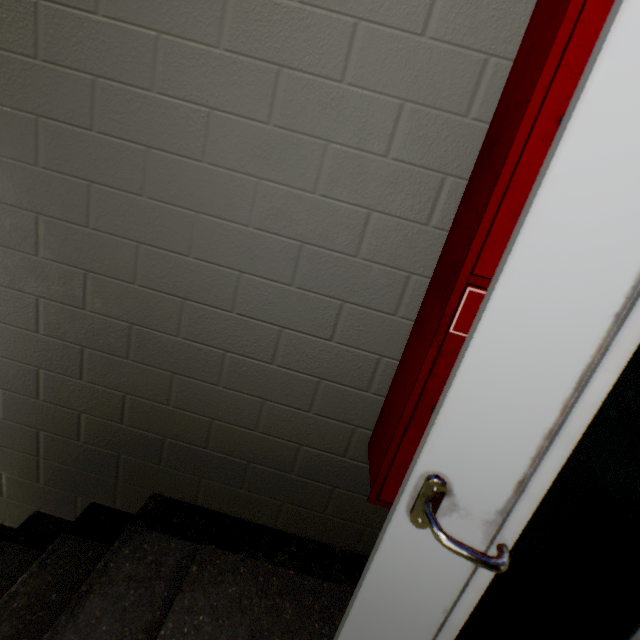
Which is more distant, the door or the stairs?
the stairs

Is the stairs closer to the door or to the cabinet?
the door

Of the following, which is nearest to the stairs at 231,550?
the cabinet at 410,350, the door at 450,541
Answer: the door at 450,541

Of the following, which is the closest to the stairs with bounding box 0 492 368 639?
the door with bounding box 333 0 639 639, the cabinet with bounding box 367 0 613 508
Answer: the door with bounding box 333 0 639 639

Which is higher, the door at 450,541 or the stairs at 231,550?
the door at 450,541

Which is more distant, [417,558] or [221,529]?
[221,529]

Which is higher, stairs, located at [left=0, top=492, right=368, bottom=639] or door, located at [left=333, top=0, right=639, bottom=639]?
door, located at [left=333, top=0, right=639, bottom=639]

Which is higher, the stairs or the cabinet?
the cabinet
